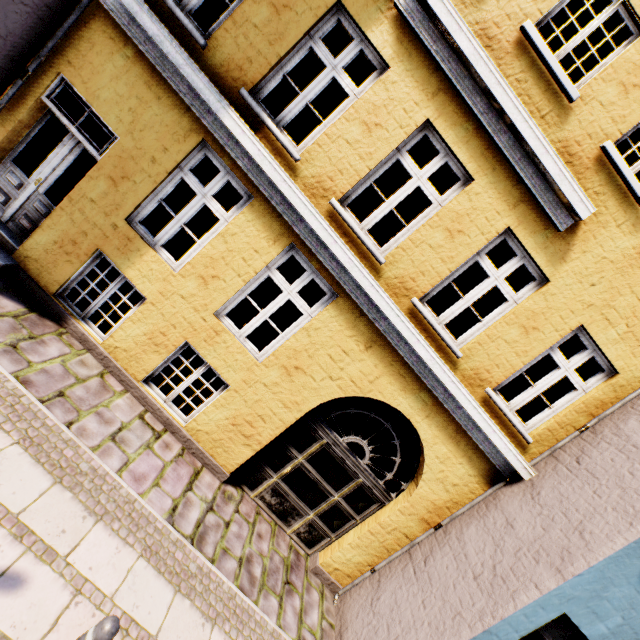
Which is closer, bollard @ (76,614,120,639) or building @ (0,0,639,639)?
bollard @ (76,614,120,639)

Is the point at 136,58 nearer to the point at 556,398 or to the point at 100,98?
the point at 100,98

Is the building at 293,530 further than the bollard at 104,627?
Yes
